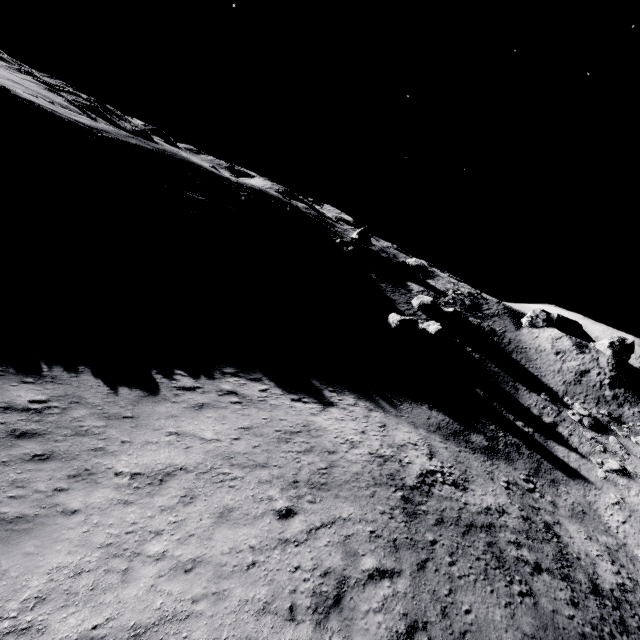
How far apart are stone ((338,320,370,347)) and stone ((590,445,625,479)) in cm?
2196

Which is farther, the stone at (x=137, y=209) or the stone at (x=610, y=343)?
the stone at (x=610, y=343)

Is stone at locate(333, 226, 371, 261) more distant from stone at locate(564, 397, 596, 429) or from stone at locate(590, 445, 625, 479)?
stone at locate(590, 445, 625, 479)

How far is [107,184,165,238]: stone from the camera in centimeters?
2298cm

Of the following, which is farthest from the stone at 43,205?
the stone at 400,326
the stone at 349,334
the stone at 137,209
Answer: the stone at 400,326

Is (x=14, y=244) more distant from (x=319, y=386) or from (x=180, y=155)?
(x=180, y=155)

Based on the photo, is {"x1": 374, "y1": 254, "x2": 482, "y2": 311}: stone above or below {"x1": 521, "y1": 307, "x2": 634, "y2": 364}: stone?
below

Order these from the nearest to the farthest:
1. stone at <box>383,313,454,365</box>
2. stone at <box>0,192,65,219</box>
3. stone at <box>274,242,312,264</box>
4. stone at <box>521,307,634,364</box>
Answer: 1. stone at <box>0,192,65,219</box>
2. stone at <box>383,313,454,365</box>
3. stone at <box>274,242,312,264</box>
4. stone at <box>521,307,634,364</box>
